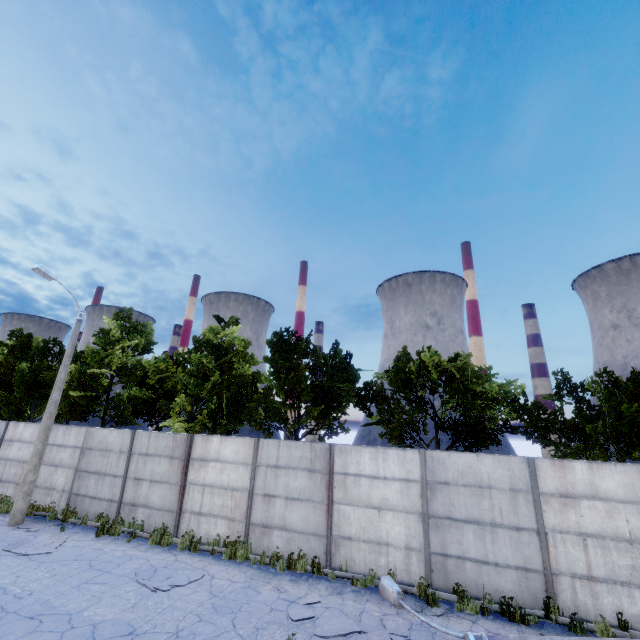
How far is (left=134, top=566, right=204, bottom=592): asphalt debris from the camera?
8.44m

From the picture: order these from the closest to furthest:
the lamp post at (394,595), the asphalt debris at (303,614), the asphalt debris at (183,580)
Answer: the lamp post at (394,595) < the asphalt debris at (303,614) < the asphalt debris at (183,580)

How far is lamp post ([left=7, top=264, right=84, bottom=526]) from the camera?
12.7 meters

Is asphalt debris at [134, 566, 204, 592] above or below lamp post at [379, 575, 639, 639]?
below

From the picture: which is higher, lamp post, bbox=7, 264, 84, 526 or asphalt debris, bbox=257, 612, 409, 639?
lamp post, bbox=7, 264, 84, 526

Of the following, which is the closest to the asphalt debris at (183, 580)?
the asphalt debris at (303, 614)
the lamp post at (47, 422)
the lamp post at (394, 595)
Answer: the asphalt debris at (303, 614)

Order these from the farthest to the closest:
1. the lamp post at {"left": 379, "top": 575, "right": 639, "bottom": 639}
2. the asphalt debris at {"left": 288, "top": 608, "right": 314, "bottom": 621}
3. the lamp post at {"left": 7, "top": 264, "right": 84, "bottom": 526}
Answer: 1. the lamp post at {"left": 7, "top": 264, "right": 84, "bottom": 526}
2. the asphalt debris at {"left": 288, "top": 608, "right": 314, "bottom": 621}
3. the lamp post at {"left": 379, "top": 575, "right": 639, "bottom": 639}

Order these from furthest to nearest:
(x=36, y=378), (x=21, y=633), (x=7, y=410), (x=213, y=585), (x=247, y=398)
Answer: (x=36, y=378) → (x=7, y=410) → (x=247, y=398) → (x=213, y=585) → (x=21, y=633)
